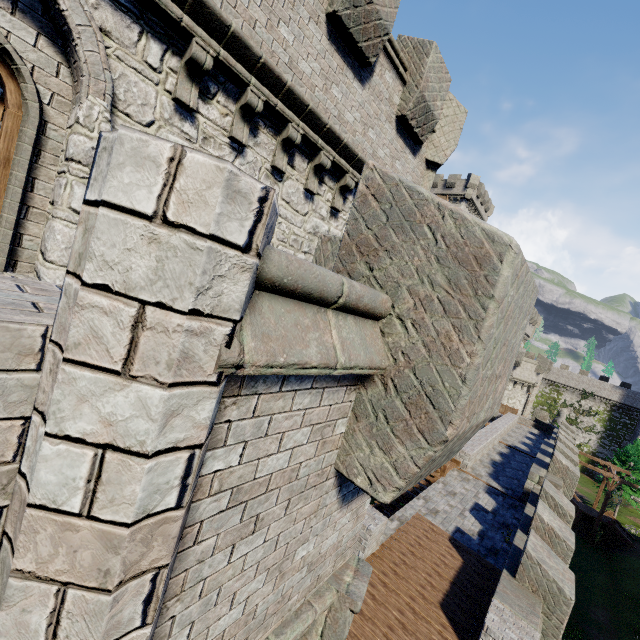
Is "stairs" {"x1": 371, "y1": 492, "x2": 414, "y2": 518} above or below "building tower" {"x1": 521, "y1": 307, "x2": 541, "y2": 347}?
below

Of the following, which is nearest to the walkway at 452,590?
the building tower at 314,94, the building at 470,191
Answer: the building tower at 314,94

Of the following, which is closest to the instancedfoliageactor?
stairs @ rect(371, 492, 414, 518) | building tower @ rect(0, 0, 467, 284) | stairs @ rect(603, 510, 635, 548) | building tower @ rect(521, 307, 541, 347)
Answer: stairs @ rect(603, 510, 635, 548)

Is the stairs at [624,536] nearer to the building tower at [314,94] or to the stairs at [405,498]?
the stairs at [405,498]

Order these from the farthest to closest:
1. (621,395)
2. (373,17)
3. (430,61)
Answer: (621,395) → (430,61) → (373,17)

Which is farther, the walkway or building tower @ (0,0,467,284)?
the walkway

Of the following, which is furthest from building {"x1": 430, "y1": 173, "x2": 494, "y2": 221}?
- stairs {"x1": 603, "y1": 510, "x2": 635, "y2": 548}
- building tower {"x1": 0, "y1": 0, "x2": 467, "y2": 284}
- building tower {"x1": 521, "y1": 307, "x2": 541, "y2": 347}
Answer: building tower {"x1": 0, "y1": 0, "x2": 467, "y2": 284}

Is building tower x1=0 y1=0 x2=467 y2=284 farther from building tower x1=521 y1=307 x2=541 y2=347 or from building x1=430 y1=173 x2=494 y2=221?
building x1=430 y1=173 x2=494 y2=221
